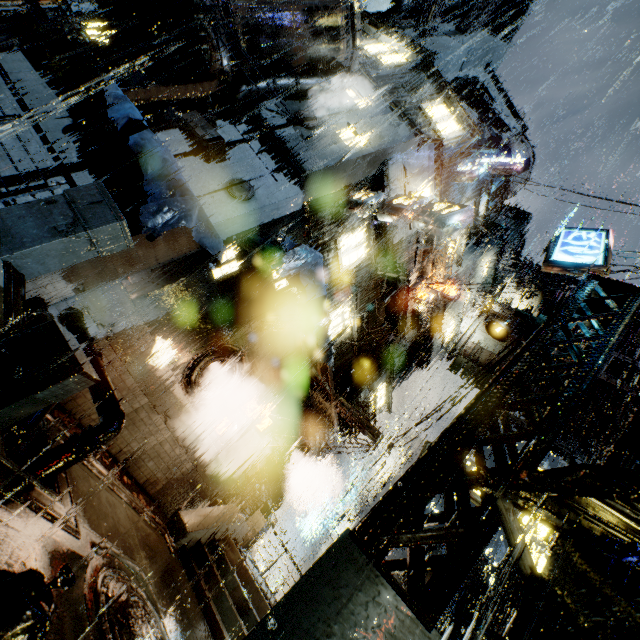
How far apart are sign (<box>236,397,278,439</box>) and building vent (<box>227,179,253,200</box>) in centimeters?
835cm

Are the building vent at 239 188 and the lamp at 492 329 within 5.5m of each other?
no

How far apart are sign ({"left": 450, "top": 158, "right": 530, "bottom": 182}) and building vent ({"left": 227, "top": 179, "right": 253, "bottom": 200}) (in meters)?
14.16

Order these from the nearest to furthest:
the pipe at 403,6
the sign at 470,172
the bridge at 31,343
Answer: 1. the bridge at 31,343
2. the sign at 470,172
3. the pipe at 403,6

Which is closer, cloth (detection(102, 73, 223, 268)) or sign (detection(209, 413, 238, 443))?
cloth (detection(102, 73, 223, 268))

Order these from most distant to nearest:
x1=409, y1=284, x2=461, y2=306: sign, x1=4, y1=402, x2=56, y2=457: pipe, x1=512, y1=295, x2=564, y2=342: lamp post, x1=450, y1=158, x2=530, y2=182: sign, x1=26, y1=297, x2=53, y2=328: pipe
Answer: x1=409, y1=284, x2=461, y2=306: sign
x1=450, y1=158, x2=530, y2=182: sign
x1=26, y1=297, x2=53, y2=328: pipe
x1=512, y1=295, x2=564, y2=342: lamp post
x1=4, y1=402, x2=56, y2=457: pipe

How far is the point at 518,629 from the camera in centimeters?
236cm

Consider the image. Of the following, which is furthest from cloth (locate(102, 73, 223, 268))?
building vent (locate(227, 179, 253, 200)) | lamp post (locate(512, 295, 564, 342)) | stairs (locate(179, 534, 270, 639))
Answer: stairs (locate(179, 534, 270, 639))
